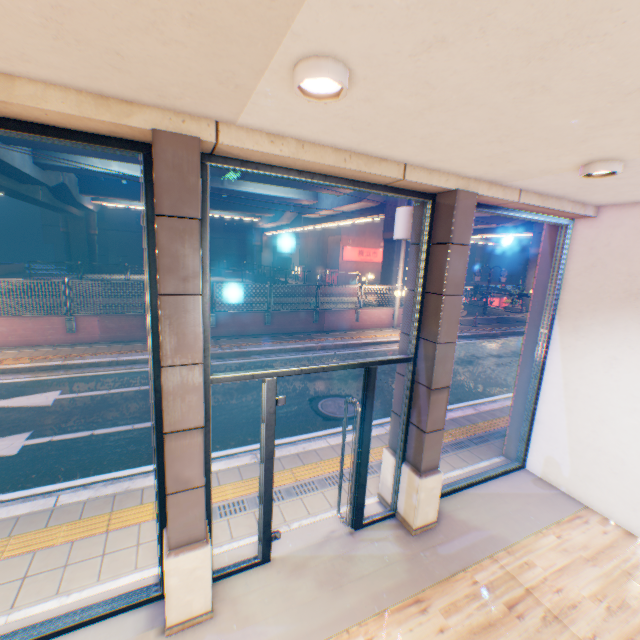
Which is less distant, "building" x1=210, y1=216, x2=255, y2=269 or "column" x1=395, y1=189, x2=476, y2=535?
"column" x1=395, y1=189, x2=476, y2=535

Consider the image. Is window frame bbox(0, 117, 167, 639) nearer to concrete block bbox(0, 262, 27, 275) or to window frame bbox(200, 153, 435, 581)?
window frame bbox(200, 153, 435, 581)

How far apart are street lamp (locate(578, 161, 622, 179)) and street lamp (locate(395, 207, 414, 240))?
1.5 meters

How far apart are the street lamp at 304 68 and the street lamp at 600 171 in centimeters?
247cm

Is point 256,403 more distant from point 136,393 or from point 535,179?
point 535,179

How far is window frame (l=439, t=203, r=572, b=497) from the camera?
→ 4.4 meters

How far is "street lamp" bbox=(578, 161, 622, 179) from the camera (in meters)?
2.72

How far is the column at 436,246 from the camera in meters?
3.5
